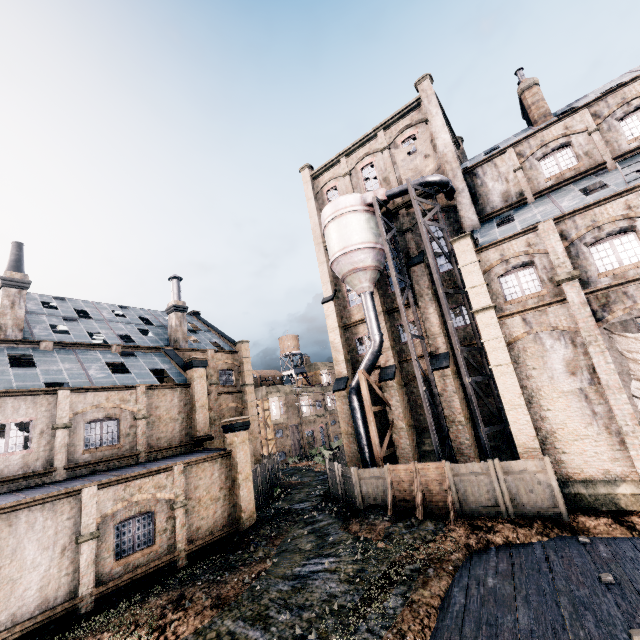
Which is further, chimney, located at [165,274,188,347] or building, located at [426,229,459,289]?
chimney, located at [165,274,188,347]

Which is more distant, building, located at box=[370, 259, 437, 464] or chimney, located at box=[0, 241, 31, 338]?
building, located at box=[370, 259, 437, 464]

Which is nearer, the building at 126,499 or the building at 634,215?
the building at 126,499

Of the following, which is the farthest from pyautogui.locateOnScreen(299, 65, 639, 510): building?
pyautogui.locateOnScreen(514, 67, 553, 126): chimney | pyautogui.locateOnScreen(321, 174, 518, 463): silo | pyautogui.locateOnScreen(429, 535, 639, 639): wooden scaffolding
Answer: pyautogui.locateOnScreen(514, 67, 553, 126): chimney

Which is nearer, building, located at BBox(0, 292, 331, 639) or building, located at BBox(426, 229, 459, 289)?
building, located at BBox(0, 292, 331, 639)

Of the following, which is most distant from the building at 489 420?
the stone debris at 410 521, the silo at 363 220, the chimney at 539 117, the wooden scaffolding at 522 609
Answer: the stone debris at 410 521

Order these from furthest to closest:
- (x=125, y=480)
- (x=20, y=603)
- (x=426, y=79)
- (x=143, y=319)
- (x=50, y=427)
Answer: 1. (x=143, y=319)
2. (x=426, y=79)
3. (x=50, y=427)
4. (x=125, y=480)
5. (x=20, y=603)

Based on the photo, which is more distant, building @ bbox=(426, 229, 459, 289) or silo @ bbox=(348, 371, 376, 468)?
building @ bbox=(426, 229, 459, 289)
